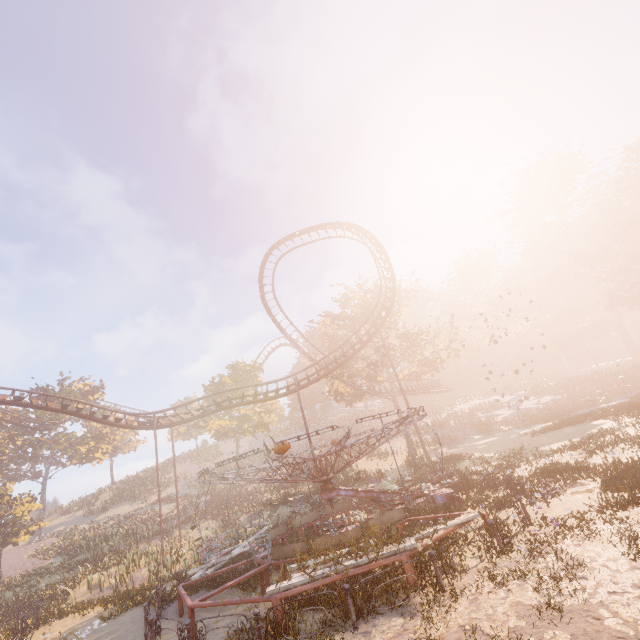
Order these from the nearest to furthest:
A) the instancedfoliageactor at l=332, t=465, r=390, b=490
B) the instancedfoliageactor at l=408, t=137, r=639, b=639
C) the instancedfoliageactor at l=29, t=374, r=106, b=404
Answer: the instancedfoliageactor at l=408, t=137, r=639, b=639 → the instancedfoliageactor at l=332, t=465, r=390, b=490 → the instancedfoliageactor at l=29, t=374, r=106, b=404

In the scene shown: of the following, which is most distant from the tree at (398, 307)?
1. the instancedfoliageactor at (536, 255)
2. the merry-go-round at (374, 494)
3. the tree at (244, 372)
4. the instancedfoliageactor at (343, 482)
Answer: the instancedfoliageactor at (536, 255)

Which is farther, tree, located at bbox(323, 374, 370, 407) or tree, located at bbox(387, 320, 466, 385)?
tree, located at bbox(323, 374, 370, 407)

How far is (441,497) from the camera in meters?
12.8 m

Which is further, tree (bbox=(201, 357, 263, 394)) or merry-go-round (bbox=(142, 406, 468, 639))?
tree (bbox=(201, 357, 263, 394))

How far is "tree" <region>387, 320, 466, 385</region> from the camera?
32.2 meters

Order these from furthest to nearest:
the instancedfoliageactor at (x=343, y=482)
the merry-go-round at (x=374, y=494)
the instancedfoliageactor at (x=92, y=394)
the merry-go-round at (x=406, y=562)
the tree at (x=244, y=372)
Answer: the instancedfoliageactor at (x=92, y=394) → the tree at (x=244, y=372) → the instancedfoliageactor at (x=343, y=482) → the merry-go-round at (x=374, y=494) → the merry-go-round at (x=406, y=562)

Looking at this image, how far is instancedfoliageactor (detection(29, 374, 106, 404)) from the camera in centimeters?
4459cm
